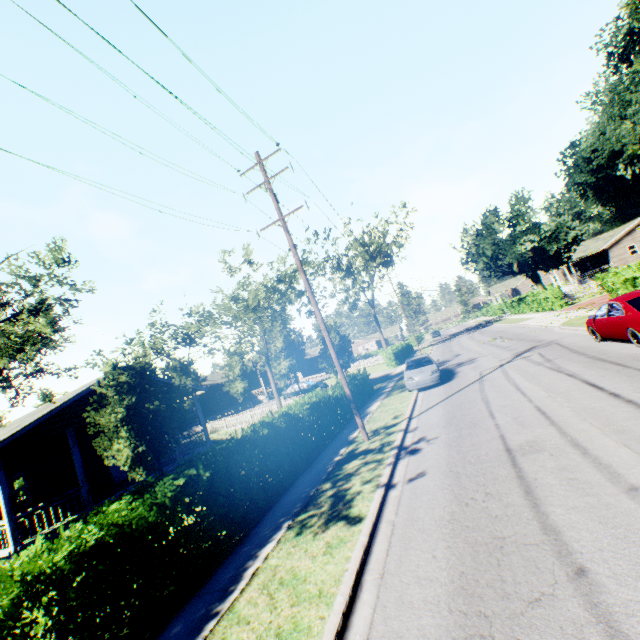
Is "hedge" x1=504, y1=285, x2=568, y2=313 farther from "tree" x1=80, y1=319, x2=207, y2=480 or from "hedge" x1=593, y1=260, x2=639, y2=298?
"hedge" x1=593, y1=260, x2=639, y2=298

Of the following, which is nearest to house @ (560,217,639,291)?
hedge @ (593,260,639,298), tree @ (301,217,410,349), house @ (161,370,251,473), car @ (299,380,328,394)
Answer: tree @ (301,217,410,349)

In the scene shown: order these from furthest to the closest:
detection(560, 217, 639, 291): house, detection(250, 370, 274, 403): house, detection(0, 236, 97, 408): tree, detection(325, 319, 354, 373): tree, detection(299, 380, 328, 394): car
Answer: detection(560, 217, 639, 291): house → detection(250, 370, 274, 403): house → detection(299, 380, 328, 394): car → detection(325, 319, 354, 373): tree → detection(0, 236, 97, 408): tree

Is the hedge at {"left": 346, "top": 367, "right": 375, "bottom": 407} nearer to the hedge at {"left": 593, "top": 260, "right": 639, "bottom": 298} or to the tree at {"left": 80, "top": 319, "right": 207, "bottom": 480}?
the tree at {"left": 80, "top": 319, "right": 207, "bottom": 480}

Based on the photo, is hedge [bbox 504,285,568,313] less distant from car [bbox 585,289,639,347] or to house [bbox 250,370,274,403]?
house [bbox 250,370,274,403]

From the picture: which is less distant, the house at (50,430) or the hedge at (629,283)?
the house at (50,430)

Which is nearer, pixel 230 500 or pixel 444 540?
pixel 444 540

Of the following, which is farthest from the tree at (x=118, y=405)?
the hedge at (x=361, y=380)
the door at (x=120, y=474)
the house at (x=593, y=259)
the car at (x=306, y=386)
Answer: the house at (x=593, y=259)
